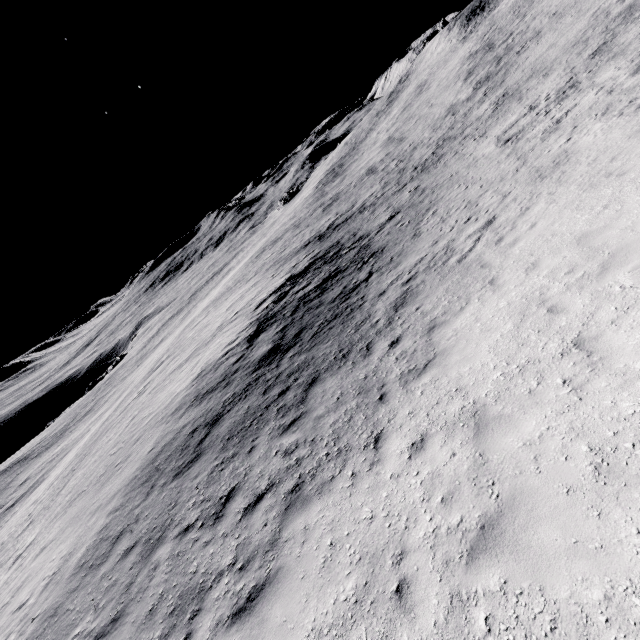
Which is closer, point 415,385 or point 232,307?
point 415,385
